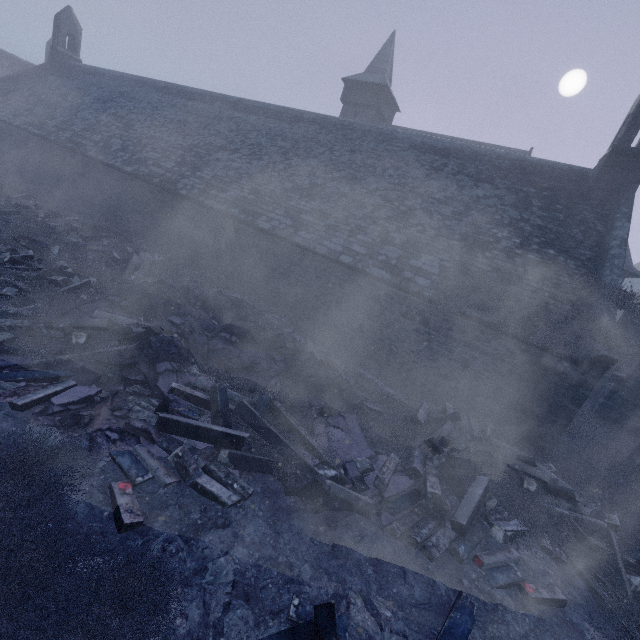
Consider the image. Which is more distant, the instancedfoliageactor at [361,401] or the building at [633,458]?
the building at [633,458]

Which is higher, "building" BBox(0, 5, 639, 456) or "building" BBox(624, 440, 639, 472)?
"building" BBox(0, 5, 639, 456)

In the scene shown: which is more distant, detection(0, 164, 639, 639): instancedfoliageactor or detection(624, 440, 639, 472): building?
detection(624, 440, 639, 472): building

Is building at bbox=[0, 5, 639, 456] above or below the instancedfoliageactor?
above

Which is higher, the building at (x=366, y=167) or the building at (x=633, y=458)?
the building at (x=366, y=167)

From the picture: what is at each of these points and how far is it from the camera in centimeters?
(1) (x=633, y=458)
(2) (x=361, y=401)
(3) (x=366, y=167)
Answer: (1) building, 956cm
(2) instancedfoliageactor, 745cm
(3) building, 1408cm
